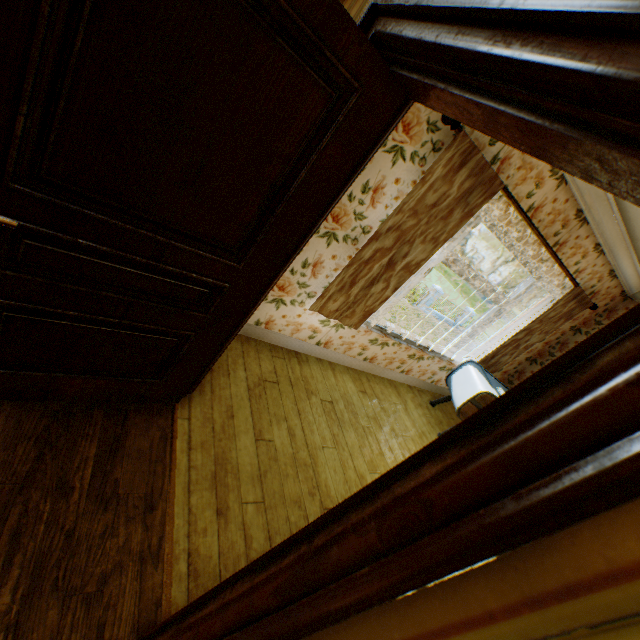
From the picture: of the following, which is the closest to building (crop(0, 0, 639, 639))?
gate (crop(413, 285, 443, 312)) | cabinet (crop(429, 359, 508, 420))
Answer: cabinet (crop(429, 359, 508, 420))

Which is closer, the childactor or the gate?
the childactor

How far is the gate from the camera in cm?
2573

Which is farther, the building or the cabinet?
the cabinet

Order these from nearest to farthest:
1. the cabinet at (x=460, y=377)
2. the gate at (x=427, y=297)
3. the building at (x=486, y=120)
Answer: the building at (x=486, y=120) < the cabinet at (x=460, y=377) < the gate at (x=427, y=297)

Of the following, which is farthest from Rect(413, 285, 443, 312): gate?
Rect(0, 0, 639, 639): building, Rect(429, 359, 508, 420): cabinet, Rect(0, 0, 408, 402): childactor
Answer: Rect(0, 0, 408, 402): childactor

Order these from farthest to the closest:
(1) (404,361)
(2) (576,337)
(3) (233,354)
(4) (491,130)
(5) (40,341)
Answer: (2) (576,337) → (1) (404,361) → (3) (233,354) → (5) (40,341) → (4) (491,130)

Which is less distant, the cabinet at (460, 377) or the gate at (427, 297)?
the cabinet at (460, 377)
